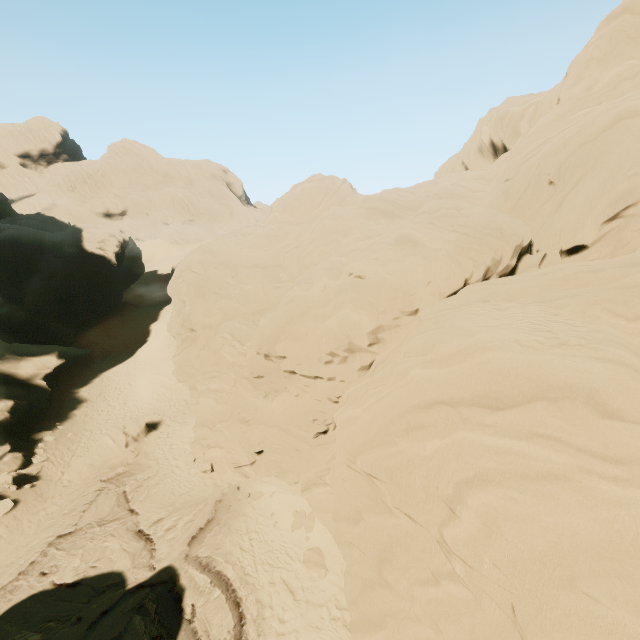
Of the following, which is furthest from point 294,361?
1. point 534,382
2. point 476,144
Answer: point 476,144

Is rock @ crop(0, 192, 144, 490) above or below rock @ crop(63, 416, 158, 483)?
above

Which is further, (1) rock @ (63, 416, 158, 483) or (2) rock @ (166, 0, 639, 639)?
(1) rock @ (63, 416, 158, 483)

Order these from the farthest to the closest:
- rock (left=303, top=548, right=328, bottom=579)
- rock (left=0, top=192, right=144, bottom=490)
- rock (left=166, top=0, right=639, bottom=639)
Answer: rock (left=0, top=192, right=144, bottom=490)
rock (left=303, top=548, right=328, bottom=579)
rock (left=166, top=0, right=639, bottom=639)

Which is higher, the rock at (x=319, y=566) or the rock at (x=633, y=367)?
the rock at (x=633, y=367)
